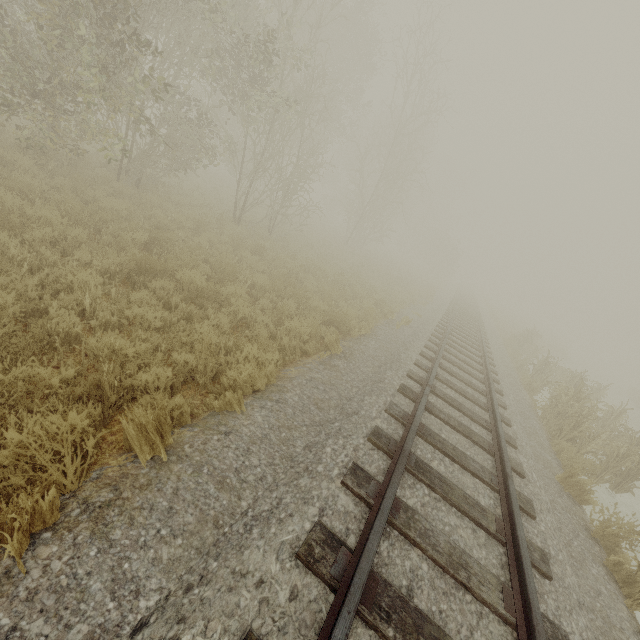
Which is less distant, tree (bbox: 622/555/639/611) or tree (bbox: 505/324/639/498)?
tree (bbox: 622/555/639/611)

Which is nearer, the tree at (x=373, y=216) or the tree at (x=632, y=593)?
the tree at (x=632, y=593)

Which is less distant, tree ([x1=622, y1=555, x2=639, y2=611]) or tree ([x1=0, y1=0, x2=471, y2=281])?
tree ([x1=622, y1=555, x2=639, y2=611])

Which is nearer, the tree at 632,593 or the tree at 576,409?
the tree at 632,593

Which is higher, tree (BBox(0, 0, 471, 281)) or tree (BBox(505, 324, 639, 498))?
tree (BBox(0, 0, 471, 281))

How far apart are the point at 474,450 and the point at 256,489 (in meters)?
4.09
